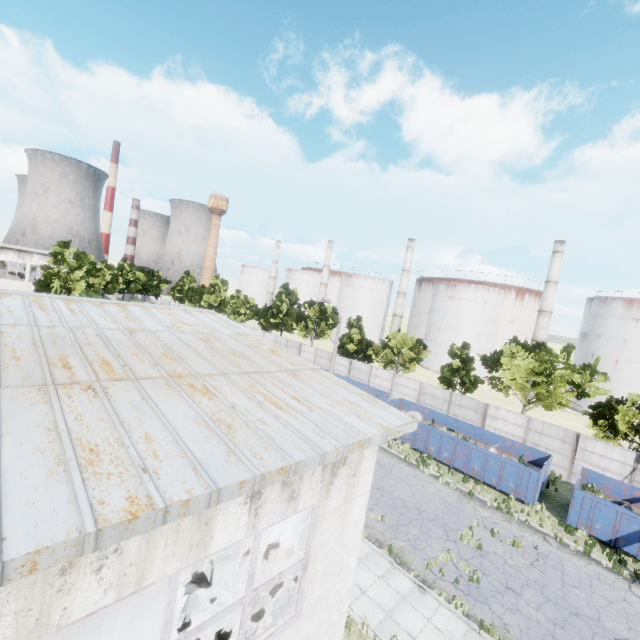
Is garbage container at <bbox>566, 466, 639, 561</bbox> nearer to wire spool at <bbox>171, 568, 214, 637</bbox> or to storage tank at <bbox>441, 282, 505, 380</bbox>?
wire spool at <bbox>171, 568, 214, 637</bbox>

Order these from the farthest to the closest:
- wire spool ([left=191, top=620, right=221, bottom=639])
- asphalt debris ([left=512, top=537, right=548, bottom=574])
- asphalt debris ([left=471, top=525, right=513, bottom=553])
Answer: asphalt debris ([left=471, top=525, right=513, bottom=553]) < asphalt debris ([left=512, top=537, right=548, bottom=574]) < wire spool ([left=191, top=620, right=221, bottom=639])

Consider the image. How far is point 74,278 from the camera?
35.3 meters

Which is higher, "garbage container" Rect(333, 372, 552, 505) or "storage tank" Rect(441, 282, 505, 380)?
"storage tank" Rect(441, 282, 505, 380)

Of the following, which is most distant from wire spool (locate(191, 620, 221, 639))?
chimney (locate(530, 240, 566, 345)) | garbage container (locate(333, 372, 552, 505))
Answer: chimney (locate(530, 240, 566, 345))

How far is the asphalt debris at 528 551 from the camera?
14.2 meters

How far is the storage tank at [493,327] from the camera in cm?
5762

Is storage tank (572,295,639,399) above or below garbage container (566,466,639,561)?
above
